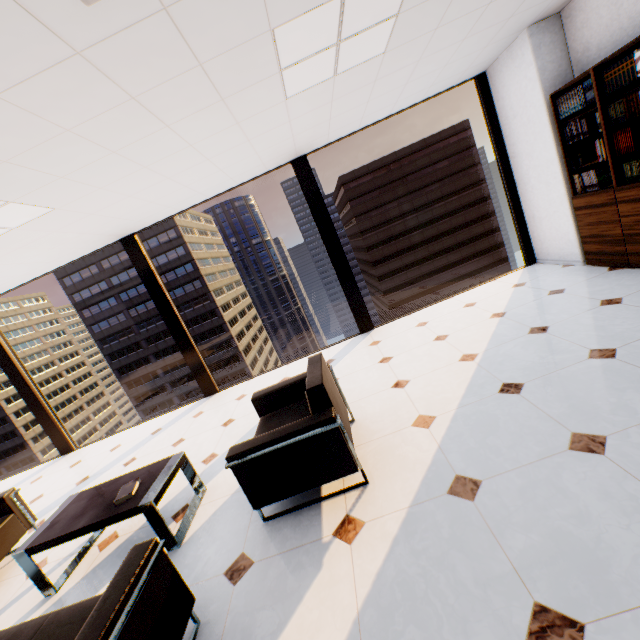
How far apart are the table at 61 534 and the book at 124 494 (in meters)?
0.04

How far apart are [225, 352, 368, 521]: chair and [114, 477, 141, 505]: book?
1.0m

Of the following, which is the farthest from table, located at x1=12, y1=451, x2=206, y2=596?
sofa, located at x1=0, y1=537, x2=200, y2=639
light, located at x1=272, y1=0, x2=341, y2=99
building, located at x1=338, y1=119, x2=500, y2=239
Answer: building, located at x1=338, y1=119, x2=500, y2=239

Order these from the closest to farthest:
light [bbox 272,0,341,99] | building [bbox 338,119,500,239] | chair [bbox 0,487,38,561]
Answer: light [bbox 272,0,341,99] < chair [bbox 0,487,38,561] < building [bbox 338,119,500,239]

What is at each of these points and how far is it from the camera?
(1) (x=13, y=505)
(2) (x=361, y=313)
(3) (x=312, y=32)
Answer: (1) chair, 3.29m
(2) window, 5.45m
(3) light, 2.24m

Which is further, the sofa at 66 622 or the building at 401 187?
the building at 401 187

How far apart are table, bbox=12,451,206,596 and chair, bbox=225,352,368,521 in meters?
0.7

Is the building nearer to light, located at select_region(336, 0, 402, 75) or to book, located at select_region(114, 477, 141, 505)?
light, located at select_region(336, 0, 402, 75)
